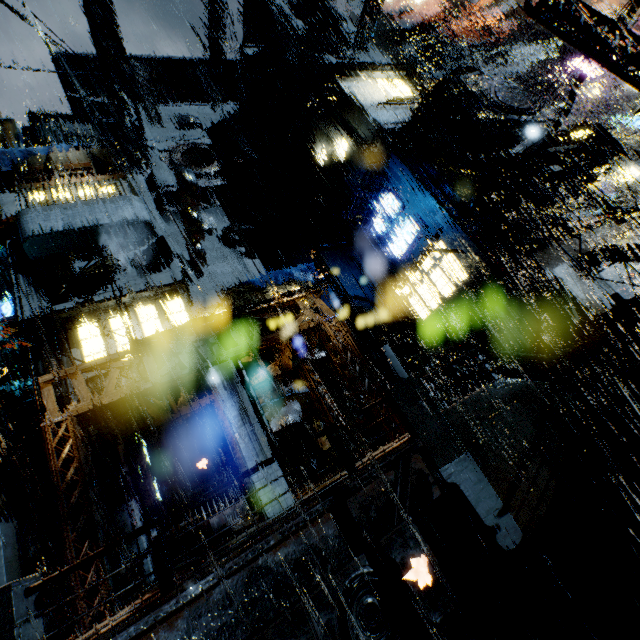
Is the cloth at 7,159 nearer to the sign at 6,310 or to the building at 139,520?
the building at 139,520

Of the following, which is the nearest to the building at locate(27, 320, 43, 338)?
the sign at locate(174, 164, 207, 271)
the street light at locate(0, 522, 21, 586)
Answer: the sign at locate(174, 164, 207, 271)

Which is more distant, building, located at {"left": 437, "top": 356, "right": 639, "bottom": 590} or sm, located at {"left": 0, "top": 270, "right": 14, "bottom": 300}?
sm, located at {"left": 0, "top": 270, "right": 14, "bottom": 300}

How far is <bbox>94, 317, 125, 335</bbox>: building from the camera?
16.8m

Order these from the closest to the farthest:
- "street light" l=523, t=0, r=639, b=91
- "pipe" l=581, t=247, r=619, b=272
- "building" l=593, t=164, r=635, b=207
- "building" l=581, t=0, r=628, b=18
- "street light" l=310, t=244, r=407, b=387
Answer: "street light" l=523, t=0, r=639, b=91, "street light" l=310, t=244, r=407, b=387, "pipe" l=581, t=247, r=619, b=272, "building" l=593, t=164, r=635, b=207, "building" l=581, t=0, r=628, b=18

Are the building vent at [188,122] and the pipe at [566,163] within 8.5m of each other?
no

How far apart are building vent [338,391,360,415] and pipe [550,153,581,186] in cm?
1491

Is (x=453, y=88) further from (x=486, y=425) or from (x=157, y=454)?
(x=157, y=454)
